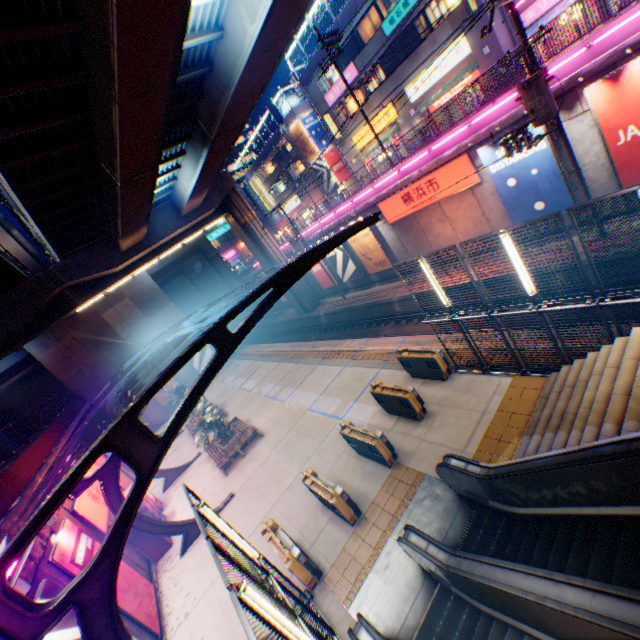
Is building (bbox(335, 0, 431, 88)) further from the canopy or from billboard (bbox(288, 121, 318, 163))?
the canopy

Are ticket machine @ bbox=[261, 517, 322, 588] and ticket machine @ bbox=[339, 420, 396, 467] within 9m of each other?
yes

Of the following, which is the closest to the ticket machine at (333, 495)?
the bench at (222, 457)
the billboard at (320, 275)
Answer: the bench at (222, 457)

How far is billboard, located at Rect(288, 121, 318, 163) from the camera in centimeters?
3900cm

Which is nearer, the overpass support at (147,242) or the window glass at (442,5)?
the overpass support at (147,242)

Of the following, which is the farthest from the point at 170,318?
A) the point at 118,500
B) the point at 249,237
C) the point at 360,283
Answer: the point at 118,500

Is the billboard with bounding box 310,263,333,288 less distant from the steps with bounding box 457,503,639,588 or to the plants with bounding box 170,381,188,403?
the plants with bounding box 170,381,188,403

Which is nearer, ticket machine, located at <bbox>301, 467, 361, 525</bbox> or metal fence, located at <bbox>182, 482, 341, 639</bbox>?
metal fence, located at <bbox>182, 482, 341, 639</bbox>
